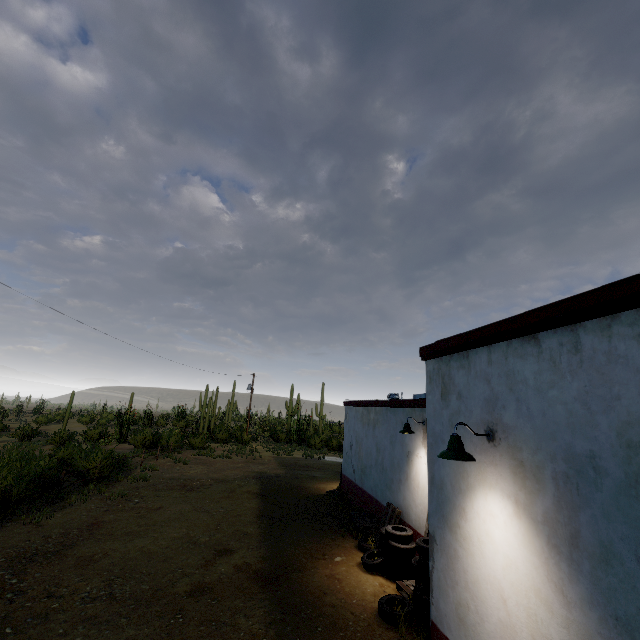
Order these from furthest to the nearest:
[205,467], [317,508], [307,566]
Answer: [205,467], [317,508], [307,566]

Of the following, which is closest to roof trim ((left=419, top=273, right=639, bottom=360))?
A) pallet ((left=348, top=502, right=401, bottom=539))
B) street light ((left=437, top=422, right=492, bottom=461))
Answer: street light ((left=437, top=422, right=492, bottom=461))

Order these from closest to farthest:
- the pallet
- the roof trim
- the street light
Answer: the roof trim < the street light < the pallet

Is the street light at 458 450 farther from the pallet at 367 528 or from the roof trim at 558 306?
the pallet at 367 528

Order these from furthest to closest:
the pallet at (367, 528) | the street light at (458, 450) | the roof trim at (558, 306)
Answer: the pallet at (367, 528) < the street light at (458, 450) < the roof trim at (558, 306)

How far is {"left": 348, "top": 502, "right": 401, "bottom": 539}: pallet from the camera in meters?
9.4

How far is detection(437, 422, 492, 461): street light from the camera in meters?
3.9

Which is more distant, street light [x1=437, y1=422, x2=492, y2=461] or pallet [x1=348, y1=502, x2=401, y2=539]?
pallet [x1=348, y1=502, x2=401, y2=539]
